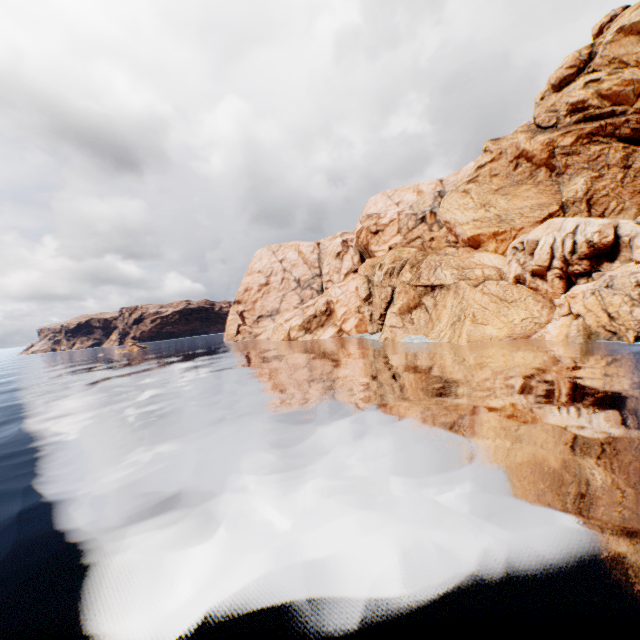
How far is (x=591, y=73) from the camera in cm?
3566
